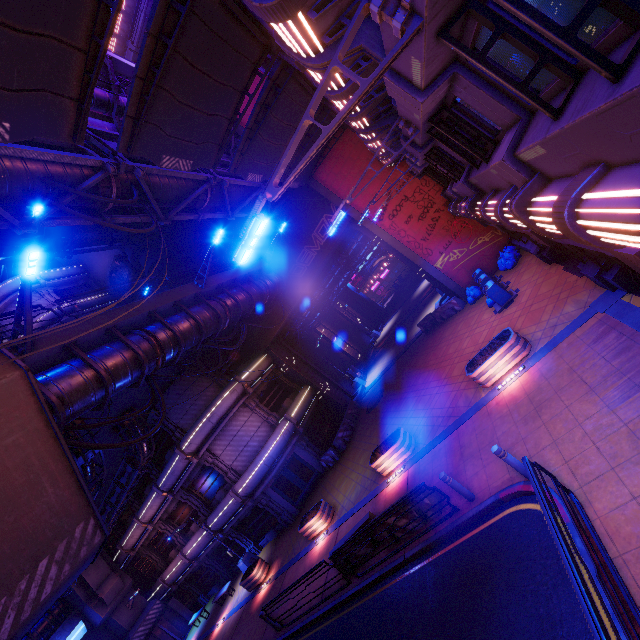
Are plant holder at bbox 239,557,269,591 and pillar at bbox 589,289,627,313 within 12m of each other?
no

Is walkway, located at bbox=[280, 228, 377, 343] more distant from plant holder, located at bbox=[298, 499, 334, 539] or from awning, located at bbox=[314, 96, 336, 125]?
plant holder, located at bbox=[298, 499, 334, 539]

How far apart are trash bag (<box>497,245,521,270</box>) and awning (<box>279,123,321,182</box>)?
11.19m

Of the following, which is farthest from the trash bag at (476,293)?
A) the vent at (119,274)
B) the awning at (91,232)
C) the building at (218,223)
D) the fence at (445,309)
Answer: the vent at (119,274)

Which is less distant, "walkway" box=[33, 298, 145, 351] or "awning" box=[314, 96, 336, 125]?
"walkway" box=[33, 298, 145, 351]

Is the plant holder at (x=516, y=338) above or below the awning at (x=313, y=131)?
below

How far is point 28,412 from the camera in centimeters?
706cm

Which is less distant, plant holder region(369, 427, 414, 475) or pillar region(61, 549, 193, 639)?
plant holder region(369, 427, 414, 475)
